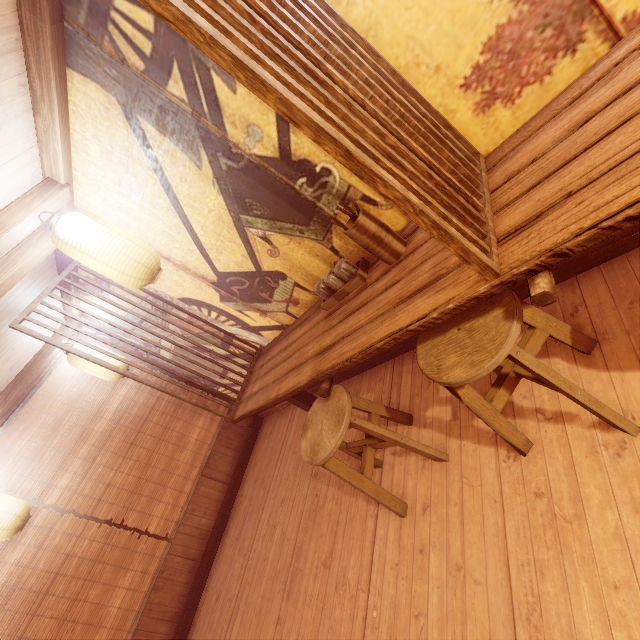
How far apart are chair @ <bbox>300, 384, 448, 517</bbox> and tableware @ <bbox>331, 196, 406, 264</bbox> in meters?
1.4

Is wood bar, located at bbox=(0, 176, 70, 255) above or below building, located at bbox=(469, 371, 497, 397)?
above

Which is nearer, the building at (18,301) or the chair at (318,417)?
the chair at (318,417)

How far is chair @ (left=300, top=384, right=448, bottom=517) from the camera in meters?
3.3 m

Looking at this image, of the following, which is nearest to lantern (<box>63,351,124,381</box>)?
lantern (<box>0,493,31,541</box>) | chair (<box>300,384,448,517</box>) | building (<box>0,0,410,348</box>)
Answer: building (<box>0,0,410,348</box>)

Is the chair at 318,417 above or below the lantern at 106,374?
below

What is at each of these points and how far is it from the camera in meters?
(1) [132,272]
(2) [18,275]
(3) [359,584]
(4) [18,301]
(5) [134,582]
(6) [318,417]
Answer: (1) lantern, 3.9 m
(2) wood bar, 4.1 m
(3) building, 3.7 m
(4) building, 5.0 m
(5) blind, 6.6 m
(6) chair, 3.7 m
